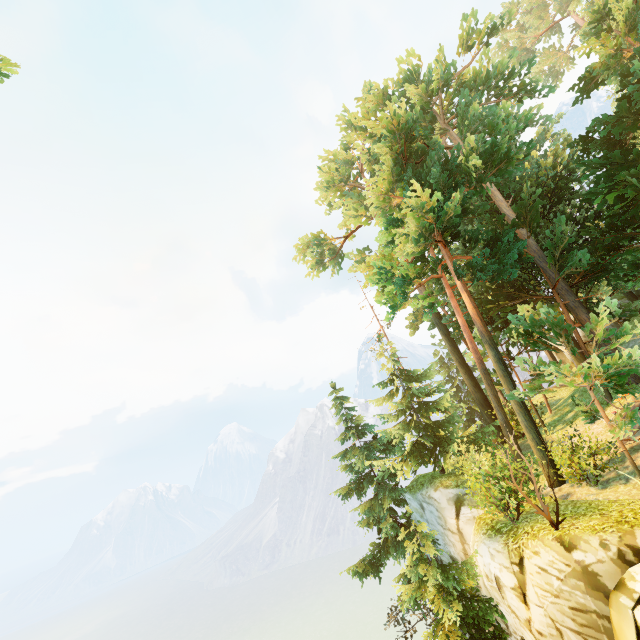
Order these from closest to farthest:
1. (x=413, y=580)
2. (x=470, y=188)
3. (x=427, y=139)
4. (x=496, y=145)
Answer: (x=413, y=580), (x=496, y=145), (x=470, y=188), (x=427, y=139)
